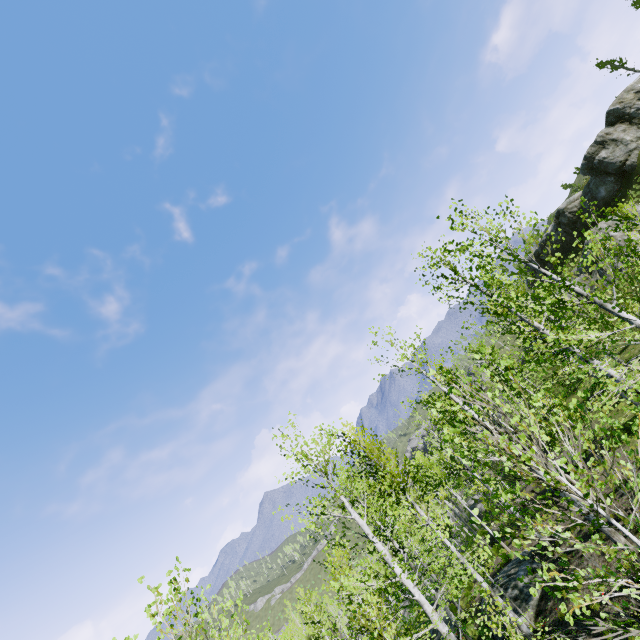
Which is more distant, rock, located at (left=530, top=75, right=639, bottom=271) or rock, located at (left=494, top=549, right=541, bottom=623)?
rock, located at (left=530, top=75, right=639, bottom=271)

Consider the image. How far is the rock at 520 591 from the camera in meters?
14.5 m

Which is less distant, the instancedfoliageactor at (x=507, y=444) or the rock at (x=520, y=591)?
the instancedfoliageactor at (x=507, y=444)

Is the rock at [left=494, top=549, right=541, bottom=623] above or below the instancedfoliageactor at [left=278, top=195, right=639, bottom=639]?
below

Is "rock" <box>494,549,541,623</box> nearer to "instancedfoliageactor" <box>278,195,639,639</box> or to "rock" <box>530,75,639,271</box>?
"instancedfoliageactor" <box>278,195,639,639</box>

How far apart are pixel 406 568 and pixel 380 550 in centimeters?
129cm

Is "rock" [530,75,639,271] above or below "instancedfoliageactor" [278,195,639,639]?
above

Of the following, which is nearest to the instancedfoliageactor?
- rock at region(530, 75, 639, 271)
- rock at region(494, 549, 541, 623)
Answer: rock at region(494, 549, 541, 623)
